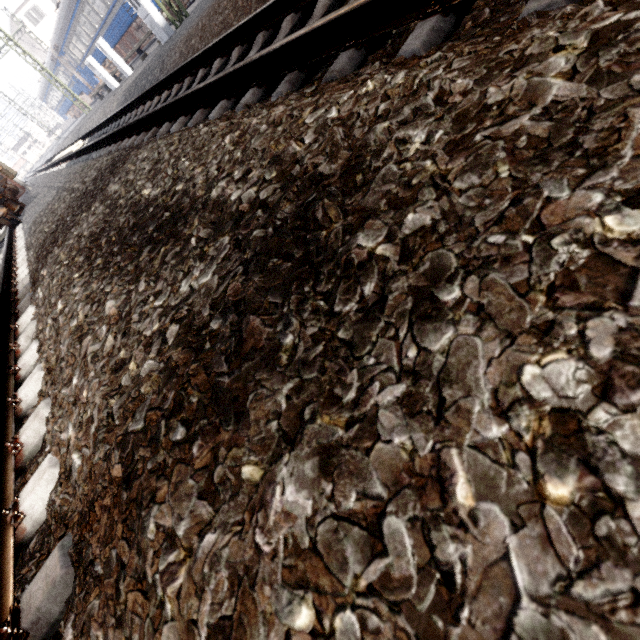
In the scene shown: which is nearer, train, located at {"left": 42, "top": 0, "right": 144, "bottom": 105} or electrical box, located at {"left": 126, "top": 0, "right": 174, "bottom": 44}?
electrical box, located at {"left": 126, "top": 0, "right": 174, "bottom": 44}

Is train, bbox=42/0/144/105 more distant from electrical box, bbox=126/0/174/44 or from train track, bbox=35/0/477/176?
train track, bbox=35/0/477/176

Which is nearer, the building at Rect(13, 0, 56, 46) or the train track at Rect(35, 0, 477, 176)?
the train track at Rect(35, 0, 477, 176)

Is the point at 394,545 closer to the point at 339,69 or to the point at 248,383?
the point at 248,383

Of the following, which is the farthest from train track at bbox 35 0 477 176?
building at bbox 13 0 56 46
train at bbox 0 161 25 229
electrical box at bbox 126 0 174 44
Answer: building at bbox 13 0 56 46

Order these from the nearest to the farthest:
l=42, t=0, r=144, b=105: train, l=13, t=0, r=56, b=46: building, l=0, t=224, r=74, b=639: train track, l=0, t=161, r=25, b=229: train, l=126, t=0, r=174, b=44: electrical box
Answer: l=0, t=224, r=74, b=639: train track
l=0, t=161, r=25, b=229: train
l=126, t=0, r=174, b=44: electrical box
l=42, t=0, r=144, b=105: train
l=13, t=0, r=56, b=46: building

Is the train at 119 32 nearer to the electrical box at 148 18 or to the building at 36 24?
the building at 36 24

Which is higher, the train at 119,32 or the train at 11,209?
the train at 119,32
